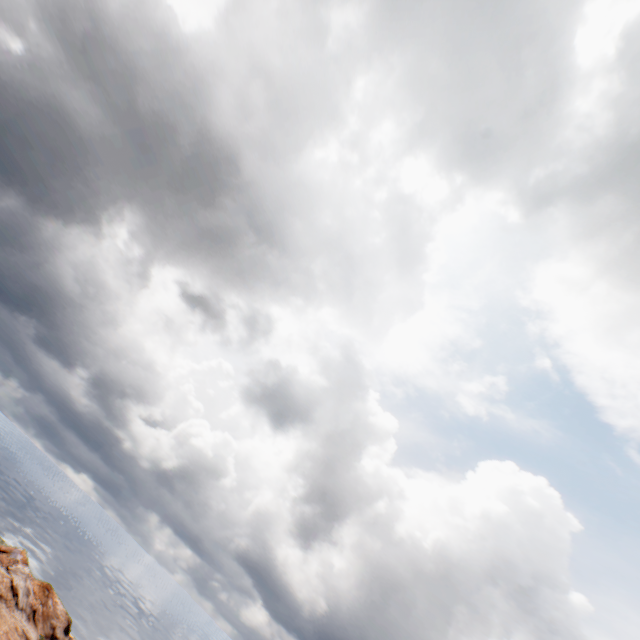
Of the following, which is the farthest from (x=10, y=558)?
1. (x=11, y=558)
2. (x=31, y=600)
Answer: (x=31, y=600)
